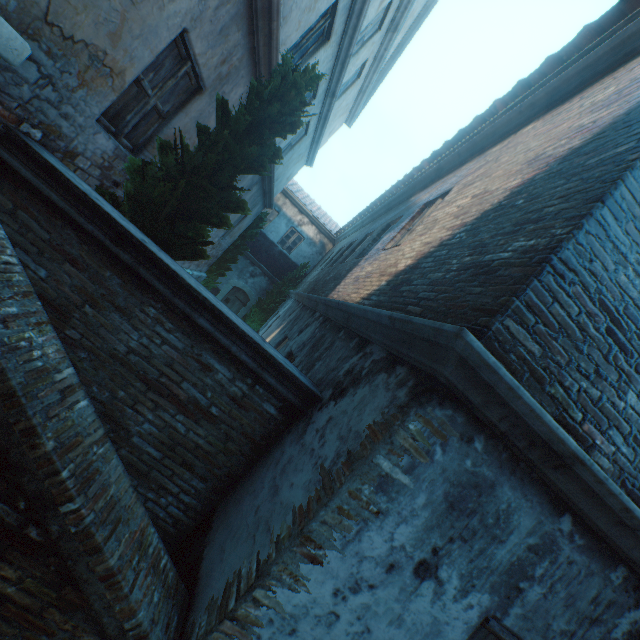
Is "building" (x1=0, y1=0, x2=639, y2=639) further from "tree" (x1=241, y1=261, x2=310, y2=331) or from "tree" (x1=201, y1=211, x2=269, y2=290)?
"tree" (x1=241, y1=261, x2=310, y2=331)

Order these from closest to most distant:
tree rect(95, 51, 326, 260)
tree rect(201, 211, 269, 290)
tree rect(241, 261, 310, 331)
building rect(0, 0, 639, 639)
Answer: building rect(0, 0, 639, 639), tree rect(95, 51, 326, 260), tree rect(201, 211, 269, 290), tree rect(241, 261, 310, 331)

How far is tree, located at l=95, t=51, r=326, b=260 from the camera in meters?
3.5 m

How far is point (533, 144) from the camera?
3.79m

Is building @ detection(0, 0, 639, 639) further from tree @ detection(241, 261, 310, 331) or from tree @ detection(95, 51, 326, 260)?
tree @ detection(241, 261, 310, 331)

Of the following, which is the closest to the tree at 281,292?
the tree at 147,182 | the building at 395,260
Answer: the tree at 147,182

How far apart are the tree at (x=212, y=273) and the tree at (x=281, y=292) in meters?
3.0 m
